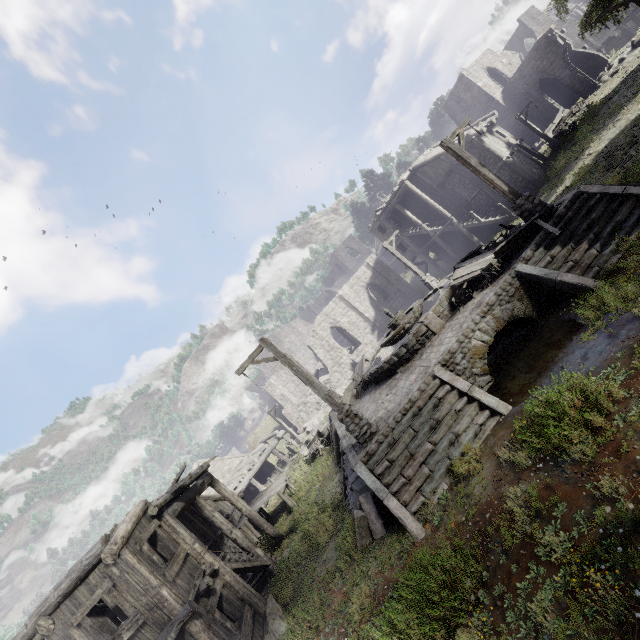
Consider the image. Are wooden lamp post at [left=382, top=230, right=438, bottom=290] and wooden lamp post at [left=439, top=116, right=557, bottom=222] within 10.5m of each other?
yes

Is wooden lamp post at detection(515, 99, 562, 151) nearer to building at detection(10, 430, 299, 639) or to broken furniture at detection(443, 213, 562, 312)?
building at detection(10, 430, 299, 639)

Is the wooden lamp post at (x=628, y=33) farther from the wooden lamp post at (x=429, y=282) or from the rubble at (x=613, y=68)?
the wooden lamp post at (x=429, y=282)

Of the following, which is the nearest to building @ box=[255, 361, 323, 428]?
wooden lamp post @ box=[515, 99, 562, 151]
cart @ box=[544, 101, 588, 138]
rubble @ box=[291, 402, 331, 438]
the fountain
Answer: rubble @ box=[291, 402, 331, 438]

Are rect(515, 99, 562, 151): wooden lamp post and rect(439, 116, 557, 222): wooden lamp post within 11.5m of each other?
no

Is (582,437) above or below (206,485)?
below

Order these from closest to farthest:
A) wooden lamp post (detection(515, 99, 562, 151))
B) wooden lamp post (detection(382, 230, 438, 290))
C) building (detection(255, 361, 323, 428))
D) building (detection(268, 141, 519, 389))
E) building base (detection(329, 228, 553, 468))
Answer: building base (detection(329, 228, 553, 468)), wooden lamp post (detection(382, 230, 438, 290)), wooden lamp post (detection(515, 99, 562, 151)), building (detection(268, 141, 519, 389)), building (detection(255, 361, 323, 428))

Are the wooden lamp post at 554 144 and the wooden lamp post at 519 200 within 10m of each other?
no
